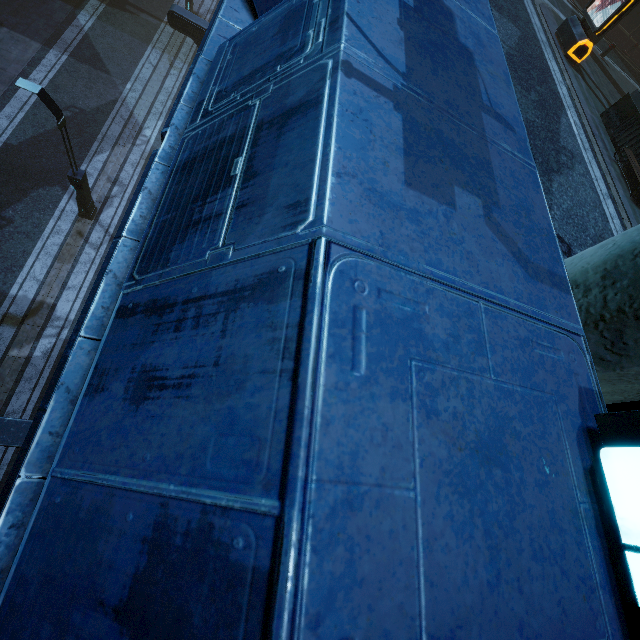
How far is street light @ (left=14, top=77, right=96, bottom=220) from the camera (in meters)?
9.46

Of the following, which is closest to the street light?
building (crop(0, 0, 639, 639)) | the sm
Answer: building (crop(0, 0, 639, 639))

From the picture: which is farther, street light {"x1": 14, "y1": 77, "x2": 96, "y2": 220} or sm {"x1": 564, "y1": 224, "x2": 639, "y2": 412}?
street light {"x1": 14, "y1": 77, "x2": 96, "y2": 220}

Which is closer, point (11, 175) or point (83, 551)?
point (83, 551)

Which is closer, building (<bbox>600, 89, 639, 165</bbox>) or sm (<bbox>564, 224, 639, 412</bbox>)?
sm (<bbox>564, 224, 639, 412</bbox>)

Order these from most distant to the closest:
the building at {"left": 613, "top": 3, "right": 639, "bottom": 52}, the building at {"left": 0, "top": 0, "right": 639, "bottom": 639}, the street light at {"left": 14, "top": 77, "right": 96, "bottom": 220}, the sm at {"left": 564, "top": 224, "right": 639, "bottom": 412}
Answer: the building at {"left": 613, "top": 3, "right": 639, "bottom": 52}, the street light at {"left": 14, "top": 77, "right": 96, "bottom": 220}, the sm at {"left": 564, "top": 224, "right": 639, "bottom": 412}, the building at {"left": 0, "top": 0, "right": 639, "bottom": 639}

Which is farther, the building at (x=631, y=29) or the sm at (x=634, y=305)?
the building at (x=631, y=29)

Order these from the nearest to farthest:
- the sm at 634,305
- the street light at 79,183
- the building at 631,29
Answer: the sm at 634,305
the street light at 79,183
the building at 631,29
